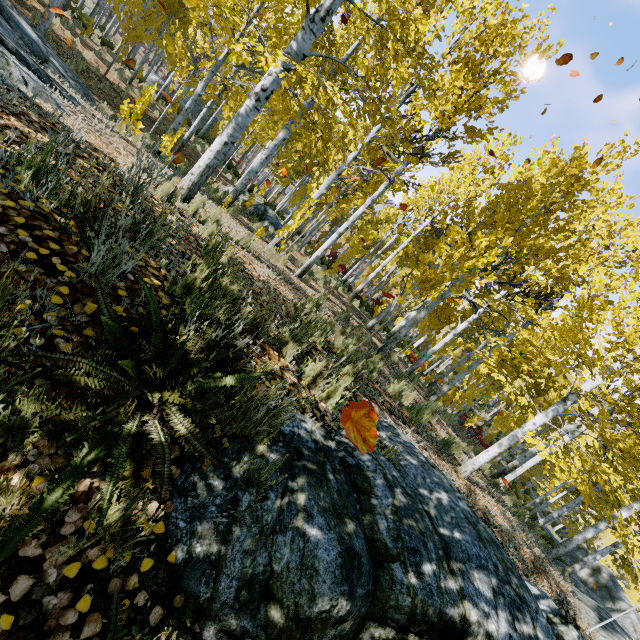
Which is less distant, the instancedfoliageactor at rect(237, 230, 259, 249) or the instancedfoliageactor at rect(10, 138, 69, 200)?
the instancedfoliageactor at rect(10, 138, 69, 200)

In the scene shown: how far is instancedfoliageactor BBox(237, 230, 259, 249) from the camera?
5.9 meters

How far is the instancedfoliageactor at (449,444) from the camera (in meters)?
6.45

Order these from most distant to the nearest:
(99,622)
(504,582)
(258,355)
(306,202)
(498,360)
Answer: (498,360) → (306,202) → (258,355) → (504,582) → (99,622)

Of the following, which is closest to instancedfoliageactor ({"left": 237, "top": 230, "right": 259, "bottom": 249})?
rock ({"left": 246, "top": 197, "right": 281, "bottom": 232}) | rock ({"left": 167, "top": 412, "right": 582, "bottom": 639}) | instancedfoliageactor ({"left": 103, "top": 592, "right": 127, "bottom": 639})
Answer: rock ({"left": 167, "top": 412, "right": 582, "bottom": 639})

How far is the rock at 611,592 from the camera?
8.54m

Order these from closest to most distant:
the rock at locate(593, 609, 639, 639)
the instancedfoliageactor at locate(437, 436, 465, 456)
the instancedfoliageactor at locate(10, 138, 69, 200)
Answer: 1. the instancedfoliageactor at locate(10, 138, 69, 200)
2. the instancedfoliageactor at locate(437, 436, 465, 456)
3. the rock at locate(593, 609, 639, 639)
